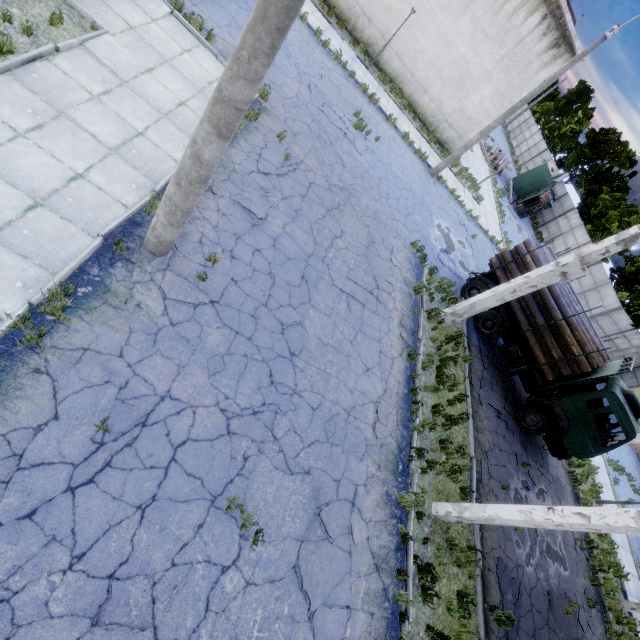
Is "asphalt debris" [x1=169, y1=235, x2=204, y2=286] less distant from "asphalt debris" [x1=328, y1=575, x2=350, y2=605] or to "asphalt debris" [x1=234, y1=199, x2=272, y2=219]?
"asphalt debris" [x1=234, y1=199, x2=272, y2=219]

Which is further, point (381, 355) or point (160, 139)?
point (381, 355)

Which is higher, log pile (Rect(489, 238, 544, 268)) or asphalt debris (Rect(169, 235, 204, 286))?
log pile (Rect(489, 238, 544, 268))

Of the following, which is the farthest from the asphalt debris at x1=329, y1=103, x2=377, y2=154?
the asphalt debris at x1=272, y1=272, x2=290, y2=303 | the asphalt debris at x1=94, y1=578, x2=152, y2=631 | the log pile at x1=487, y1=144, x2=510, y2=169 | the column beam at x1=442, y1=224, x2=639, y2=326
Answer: the log pile at x1=487, y1=144, x2=510, y2=169

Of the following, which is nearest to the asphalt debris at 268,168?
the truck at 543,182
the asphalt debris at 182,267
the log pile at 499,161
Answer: the asphalt debris at 182,267

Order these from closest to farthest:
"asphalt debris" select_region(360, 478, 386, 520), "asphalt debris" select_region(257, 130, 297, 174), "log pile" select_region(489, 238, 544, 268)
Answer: "asphalt debris" select_region(360, 478, 386, 520) → "asphalt debris" select_region(257, 130, 297, 174) → "log pile" select_region(489, 238, 544, 268)

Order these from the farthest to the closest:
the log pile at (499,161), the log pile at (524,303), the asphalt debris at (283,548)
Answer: the log pile at (499,161) → the log pile at (524,303) → the asphalt debris at (283,548)

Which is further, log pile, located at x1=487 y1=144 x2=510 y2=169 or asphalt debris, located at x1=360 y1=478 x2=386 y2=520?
log pile, located at x1=487 y1=144 x2=510 y2=169
